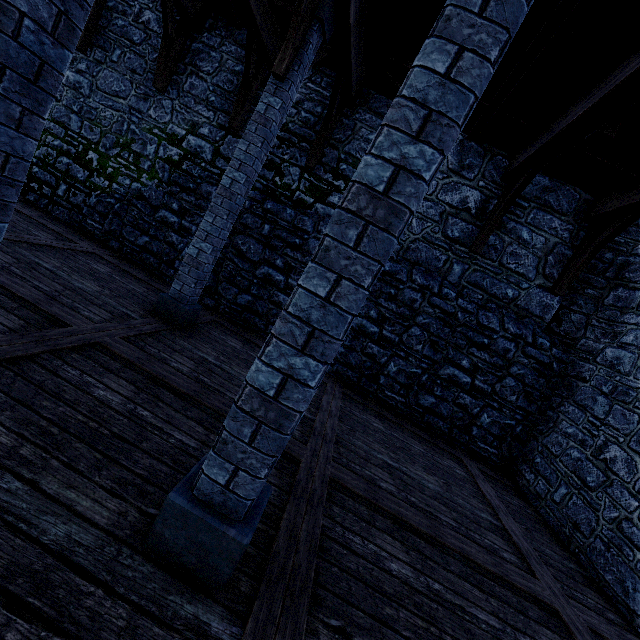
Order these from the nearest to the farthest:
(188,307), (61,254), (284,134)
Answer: (188,307), (61,254), (284,134)

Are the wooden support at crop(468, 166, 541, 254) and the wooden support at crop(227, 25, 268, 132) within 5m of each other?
no

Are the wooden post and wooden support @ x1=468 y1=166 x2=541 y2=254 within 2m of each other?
yes

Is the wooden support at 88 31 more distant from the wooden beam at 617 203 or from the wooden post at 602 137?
the wooden beam at 617 203

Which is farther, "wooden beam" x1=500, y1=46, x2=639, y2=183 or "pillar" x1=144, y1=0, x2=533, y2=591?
"wooden beam" x1=500, y1=46, x2=639, y2=183

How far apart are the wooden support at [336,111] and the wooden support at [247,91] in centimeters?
177cm

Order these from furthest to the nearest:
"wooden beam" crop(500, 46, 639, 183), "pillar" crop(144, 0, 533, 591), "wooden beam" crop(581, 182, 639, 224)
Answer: "wooden beam" crop(581, 182, 639, 224)
"wooden beam" crop(500, 46, 639, 183)
"pillar" crop(144, 0, 533, 591)

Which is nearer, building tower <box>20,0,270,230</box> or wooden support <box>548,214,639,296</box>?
wooden support <box>548,214,639,296</box>
